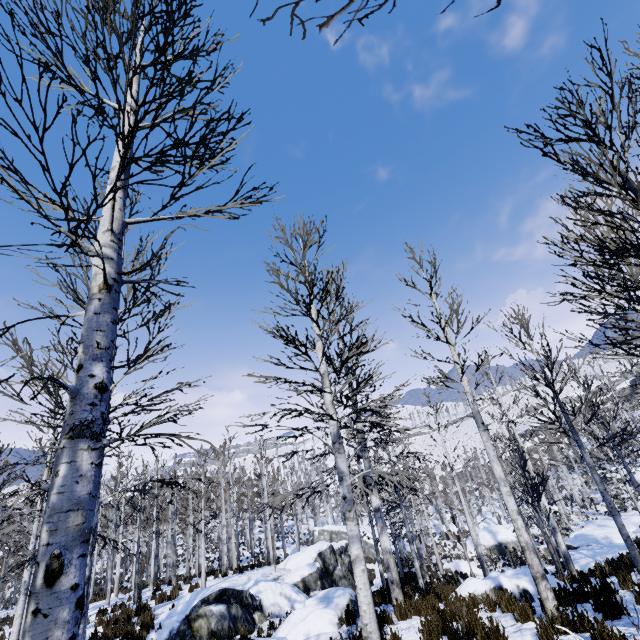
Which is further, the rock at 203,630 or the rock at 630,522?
the rock at 630,522

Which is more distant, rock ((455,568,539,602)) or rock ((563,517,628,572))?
rock ((563,517,628,572))

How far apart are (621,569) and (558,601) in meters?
5.0

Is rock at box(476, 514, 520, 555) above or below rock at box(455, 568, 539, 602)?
below

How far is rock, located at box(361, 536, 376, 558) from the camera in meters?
34.4 m

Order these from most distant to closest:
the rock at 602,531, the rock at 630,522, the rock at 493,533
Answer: the rock at 493,533 → the rock at 630,522 → the rock at 602,531

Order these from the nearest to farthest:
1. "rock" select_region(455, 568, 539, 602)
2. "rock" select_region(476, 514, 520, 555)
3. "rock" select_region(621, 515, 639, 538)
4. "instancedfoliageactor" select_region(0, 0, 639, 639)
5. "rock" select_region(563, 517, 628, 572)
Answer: "instancedfoliageactor" select_region(0, 0, 639, 639)
"rock" select_region(455, 568, 539, 602)
"rock" select_region(563, 517, 628, 572)
"rock" select_region(621, 515, 639, 538)
"rock" select_region(476, 514, 520, 555)

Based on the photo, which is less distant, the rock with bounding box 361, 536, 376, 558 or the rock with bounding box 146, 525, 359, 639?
the rock with bounding box 146, 525, 359, 639
